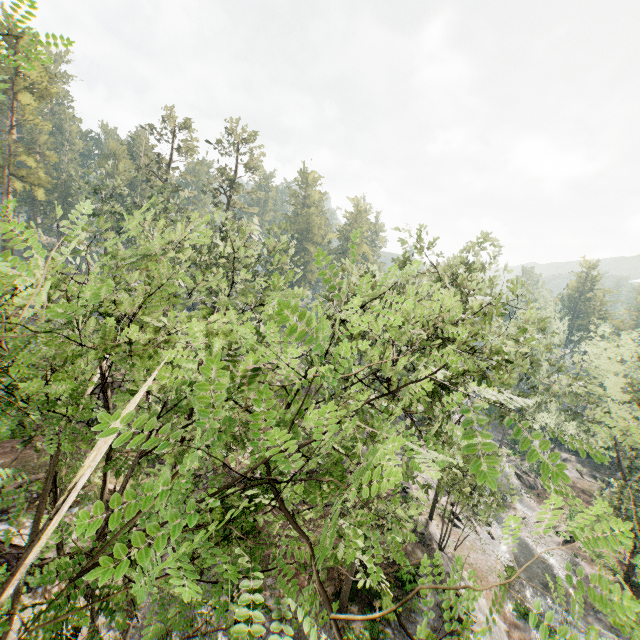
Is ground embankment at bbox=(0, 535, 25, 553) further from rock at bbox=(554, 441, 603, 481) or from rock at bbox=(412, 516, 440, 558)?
rock at bbox=(554, 441, 603, 481)

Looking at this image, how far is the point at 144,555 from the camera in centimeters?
150cm

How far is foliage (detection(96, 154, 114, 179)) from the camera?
35.78m

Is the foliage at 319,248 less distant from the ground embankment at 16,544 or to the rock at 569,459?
the rock at 569,459

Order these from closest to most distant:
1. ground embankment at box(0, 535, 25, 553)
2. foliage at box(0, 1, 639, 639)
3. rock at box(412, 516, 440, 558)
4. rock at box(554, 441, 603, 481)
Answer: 1. foliage at box(0, 1, 639, 639)
2. ground embankment at box(0, 535, 25, 553)
3. rock at box(412, 516, 440, 558)
4. rock at box(554, 441, 603, 481)

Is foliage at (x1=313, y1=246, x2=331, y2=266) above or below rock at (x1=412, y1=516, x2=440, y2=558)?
above

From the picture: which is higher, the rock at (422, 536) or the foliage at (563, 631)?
the foliage at (563, 631)

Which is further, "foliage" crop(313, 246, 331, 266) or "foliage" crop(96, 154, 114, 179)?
"foliage" crop(96, 154, 114, 179)
